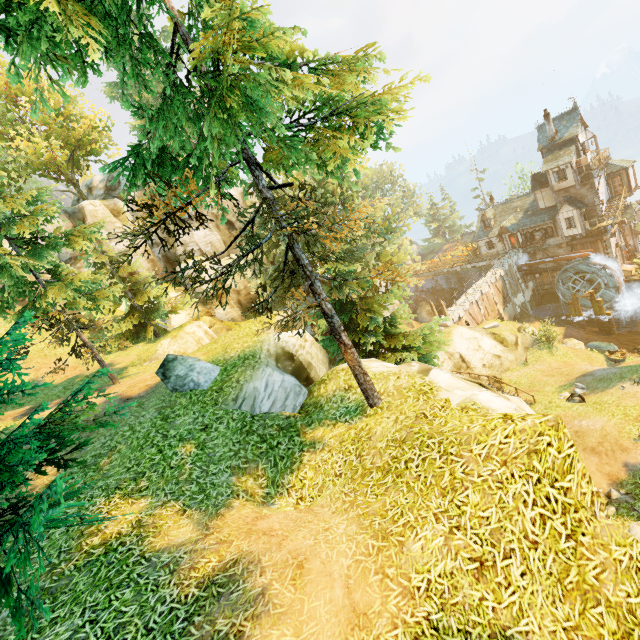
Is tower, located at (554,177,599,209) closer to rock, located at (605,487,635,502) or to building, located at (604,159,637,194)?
building, located at (604,159,637,194)

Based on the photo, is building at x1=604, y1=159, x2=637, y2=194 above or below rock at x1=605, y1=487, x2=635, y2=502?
above

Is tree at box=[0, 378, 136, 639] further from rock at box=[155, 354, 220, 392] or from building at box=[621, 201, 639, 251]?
building at box=[621, 201, 639, 251]

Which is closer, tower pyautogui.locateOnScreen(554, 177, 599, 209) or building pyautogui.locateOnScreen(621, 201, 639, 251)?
tower pyautogui.locateOnScreen(554, 177, 599, 209)

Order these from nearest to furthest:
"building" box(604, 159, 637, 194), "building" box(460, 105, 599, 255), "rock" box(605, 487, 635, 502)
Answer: "rock" box(605, 487, 635, 502) < "building" box(460, 105, 599, 255) < "building" box(604, 159, 637, 194)

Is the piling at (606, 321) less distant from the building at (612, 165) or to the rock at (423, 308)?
the building at (612, 165)

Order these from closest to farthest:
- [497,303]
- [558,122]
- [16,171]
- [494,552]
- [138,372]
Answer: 1. [494,552]
2. [138,372]
3. [16,171]
4. [558,122]
5. [497,303]

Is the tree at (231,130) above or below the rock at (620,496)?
above
